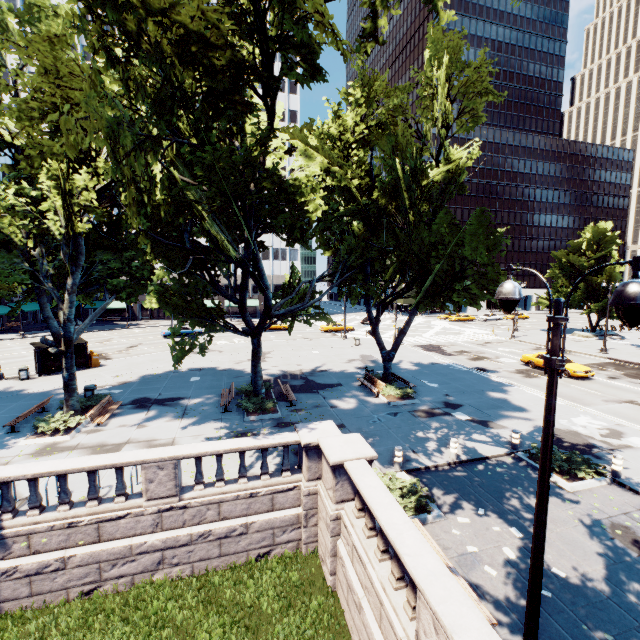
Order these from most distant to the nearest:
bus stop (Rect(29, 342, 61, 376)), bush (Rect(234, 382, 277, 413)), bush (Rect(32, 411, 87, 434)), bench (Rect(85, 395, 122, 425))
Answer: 1. bus stop (Rect(29, 342, 61, 376))
2. bush (Rect(234, 382, 277, 413))
3. bench (Rect(85, 395, 122, 425))
4. bush (Rect(32, 411, 87, 434))

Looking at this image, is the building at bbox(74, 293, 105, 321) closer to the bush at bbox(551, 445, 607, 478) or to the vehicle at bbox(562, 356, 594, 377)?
the vehicle at bbox(562, 356, 594, 377)

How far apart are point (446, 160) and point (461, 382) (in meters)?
14.82

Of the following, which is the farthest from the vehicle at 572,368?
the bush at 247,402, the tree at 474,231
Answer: the bush at 247,402

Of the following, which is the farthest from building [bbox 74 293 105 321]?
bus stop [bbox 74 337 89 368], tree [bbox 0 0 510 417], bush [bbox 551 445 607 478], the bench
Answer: bush [bbox 551 445 607 478]

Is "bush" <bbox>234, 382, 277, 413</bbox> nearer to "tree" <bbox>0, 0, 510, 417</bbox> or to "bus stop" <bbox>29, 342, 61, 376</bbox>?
"tree" <bbox>0, 0, 510, 417</bbox>

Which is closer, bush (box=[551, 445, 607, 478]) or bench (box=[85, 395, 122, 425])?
bush (box=[551, 445, 607, 478])

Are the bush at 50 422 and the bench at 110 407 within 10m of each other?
yes
